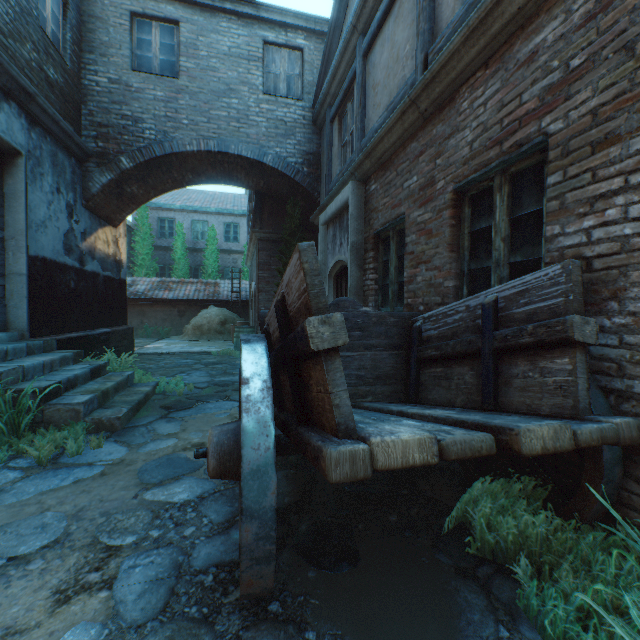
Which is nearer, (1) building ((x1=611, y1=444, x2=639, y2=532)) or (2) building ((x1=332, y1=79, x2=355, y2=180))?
(1) building ((x1=611, y1=444, x2=639, y2=532))

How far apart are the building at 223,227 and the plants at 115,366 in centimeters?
1447cm

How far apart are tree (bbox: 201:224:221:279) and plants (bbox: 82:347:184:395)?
13.4m

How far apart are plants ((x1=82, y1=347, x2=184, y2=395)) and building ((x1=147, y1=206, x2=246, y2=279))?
14.5m

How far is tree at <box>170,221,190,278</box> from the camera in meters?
19.7 m

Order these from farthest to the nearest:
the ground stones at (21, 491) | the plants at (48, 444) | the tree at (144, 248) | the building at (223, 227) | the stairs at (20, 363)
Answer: the building at (223, 227) < the tree at (144, 248) < the stairs at (20, 363) < the plants at (48, 444) < the ground stones at (21, 491)

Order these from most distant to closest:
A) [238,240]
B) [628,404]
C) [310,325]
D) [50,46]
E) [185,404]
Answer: [238,240] → [50,46] → [185,404] → [628,404] → [310,325]

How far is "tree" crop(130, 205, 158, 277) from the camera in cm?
1905
